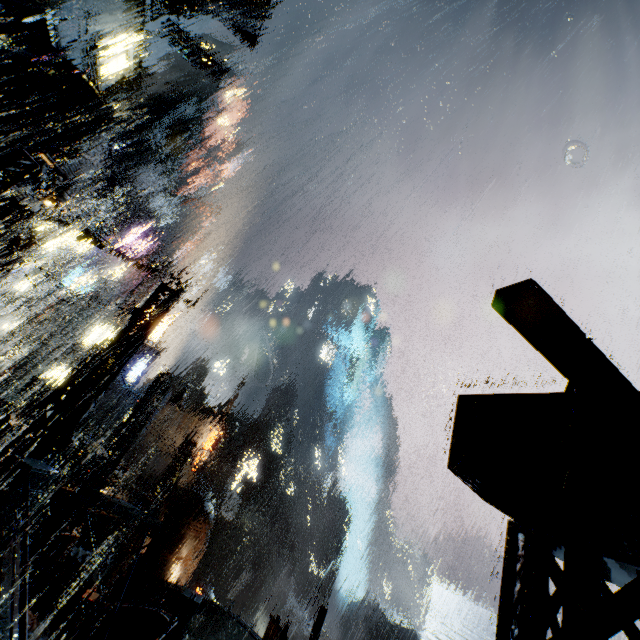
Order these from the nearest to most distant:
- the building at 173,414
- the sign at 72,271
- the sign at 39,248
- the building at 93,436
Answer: the building at 93,436, the sign at 39,248, the sign at 72,271, the building at 173,414

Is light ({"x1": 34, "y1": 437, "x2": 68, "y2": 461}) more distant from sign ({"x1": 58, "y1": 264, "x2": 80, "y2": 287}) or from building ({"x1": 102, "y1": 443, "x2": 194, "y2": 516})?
sign ({"x1": 58, "y1": 264, "x2": 80, "y2": 287})

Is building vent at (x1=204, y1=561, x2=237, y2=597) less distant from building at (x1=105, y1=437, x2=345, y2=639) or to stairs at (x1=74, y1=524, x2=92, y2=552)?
building at (x1=105, y1=437, x2=345, y2=639)

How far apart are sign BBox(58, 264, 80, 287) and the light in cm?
2666

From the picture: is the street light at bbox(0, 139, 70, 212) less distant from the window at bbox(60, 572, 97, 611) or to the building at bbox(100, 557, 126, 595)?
the building at bbox(100, 557, 126, 595)

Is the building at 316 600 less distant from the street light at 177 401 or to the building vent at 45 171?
the building vent at 45 171

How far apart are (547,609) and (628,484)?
1.01m

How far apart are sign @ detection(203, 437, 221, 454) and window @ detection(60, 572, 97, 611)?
15.39m
